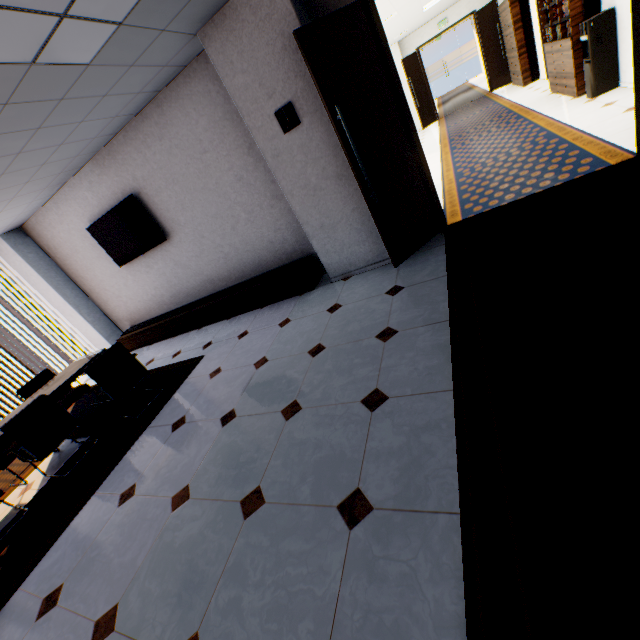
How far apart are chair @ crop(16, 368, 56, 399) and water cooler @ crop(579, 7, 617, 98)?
9.5m

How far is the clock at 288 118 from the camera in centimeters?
334cm

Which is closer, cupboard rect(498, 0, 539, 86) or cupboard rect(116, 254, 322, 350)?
cupboard rect(116, 254, 322, 350)

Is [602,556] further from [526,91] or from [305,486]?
[526,91]

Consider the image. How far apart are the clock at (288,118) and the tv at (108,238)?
2.8m

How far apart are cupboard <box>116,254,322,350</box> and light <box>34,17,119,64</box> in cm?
281

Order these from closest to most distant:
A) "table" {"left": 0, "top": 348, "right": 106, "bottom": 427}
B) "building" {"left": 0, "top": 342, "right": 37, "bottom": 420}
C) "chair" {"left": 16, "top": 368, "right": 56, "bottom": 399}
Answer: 1. "table" {"left": 0, "top": 348, "right": 106, "bottom": 427}
2. "chair" {"left": 16, "top": 368, "right": 56, "bottom": 399}
3. "building" {"left": 0, "top": 342, "right": 37, "bottom": 420}

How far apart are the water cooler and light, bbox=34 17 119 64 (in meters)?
6.32
